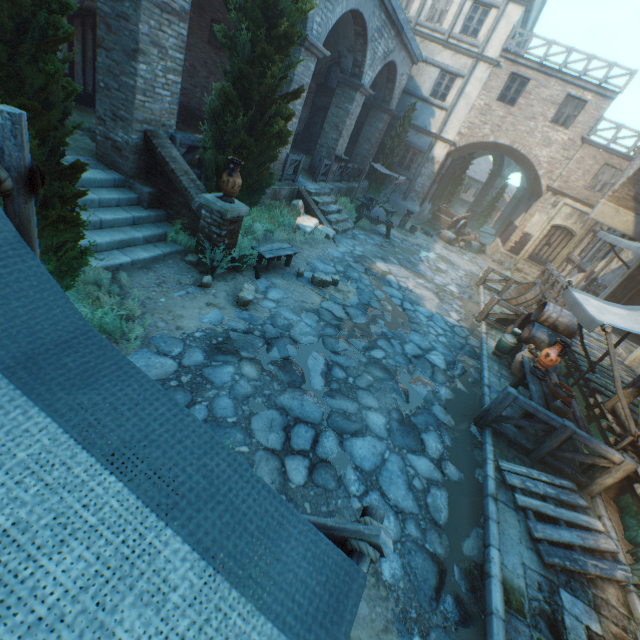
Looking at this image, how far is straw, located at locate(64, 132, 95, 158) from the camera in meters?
6.7 m

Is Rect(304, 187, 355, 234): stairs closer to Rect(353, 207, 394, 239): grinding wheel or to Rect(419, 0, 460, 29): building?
Rect(353, 207, 394, 239): grinding wheel

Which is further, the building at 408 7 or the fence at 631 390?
the building at 408 7

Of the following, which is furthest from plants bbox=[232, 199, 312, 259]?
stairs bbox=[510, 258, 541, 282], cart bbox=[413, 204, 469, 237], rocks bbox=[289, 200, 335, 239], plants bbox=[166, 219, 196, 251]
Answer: stairs bbox=[510, 258, 541, 282]

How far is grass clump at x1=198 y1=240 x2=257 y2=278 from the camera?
6.39m

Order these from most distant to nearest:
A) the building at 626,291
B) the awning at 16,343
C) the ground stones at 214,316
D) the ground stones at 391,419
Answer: the building at 626,291 → the ground stones at 214,316 → the ground stones at 391,419 → the awning at 16,343

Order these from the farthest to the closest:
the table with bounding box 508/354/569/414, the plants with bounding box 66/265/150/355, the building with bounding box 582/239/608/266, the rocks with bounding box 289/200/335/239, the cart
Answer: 1. the cart
2. the building with bounding box 582/239/608/266
3. the rocks with bounding box 289/200/335/239
4. the table with bounding box 508/354/569/414
5. the plants with bounding box 66/265/150/355

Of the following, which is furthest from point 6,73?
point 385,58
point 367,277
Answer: point 385,58
